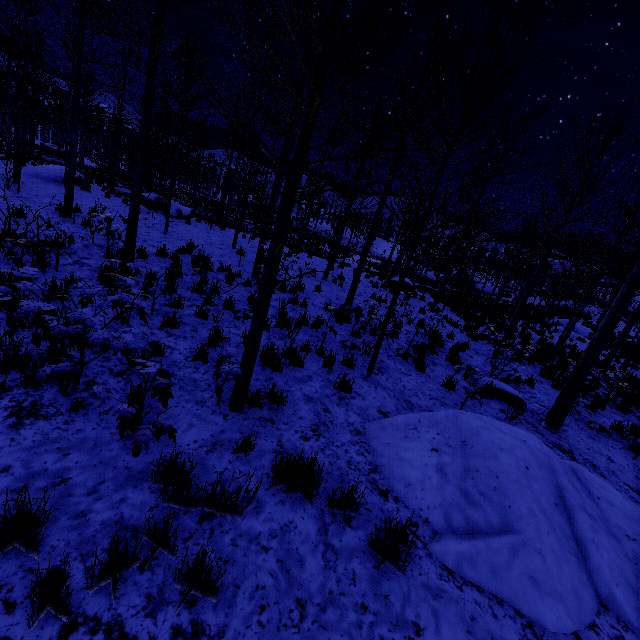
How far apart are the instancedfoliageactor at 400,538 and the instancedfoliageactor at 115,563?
2.0m

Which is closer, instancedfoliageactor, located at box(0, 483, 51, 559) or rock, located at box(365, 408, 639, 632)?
instancedfoliageactor, located at box(0, 483, 51, 559)

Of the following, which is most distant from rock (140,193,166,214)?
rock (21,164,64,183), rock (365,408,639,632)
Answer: rock (365,408,639,632)

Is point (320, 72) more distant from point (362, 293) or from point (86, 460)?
point (362, 293)

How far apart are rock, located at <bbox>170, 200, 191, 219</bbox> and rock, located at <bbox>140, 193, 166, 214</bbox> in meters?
0.5 m

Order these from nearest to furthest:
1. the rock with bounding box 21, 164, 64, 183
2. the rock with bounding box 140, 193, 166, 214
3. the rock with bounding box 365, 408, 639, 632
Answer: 1. the rock with bounding box 365, 408, 639, 632
2. the rock with bounding box 140, 193, 166, 214
3. the rock with bounding box 21, 164, 64, 183

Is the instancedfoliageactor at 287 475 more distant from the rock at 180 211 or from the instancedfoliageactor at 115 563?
the rock at 180 211

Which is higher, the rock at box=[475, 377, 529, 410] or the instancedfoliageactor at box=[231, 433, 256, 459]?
the rock at box=[475, 377, 529, 410]
